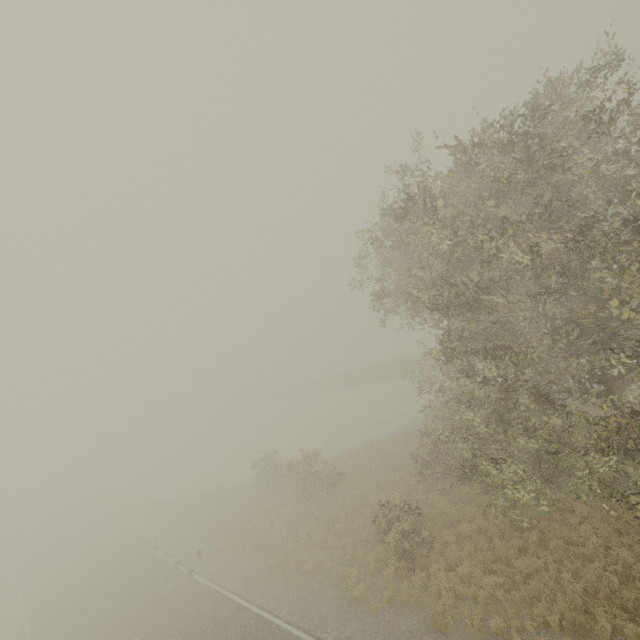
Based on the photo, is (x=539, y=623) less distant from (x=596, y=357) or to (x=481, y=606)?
(x=481, y=606)
